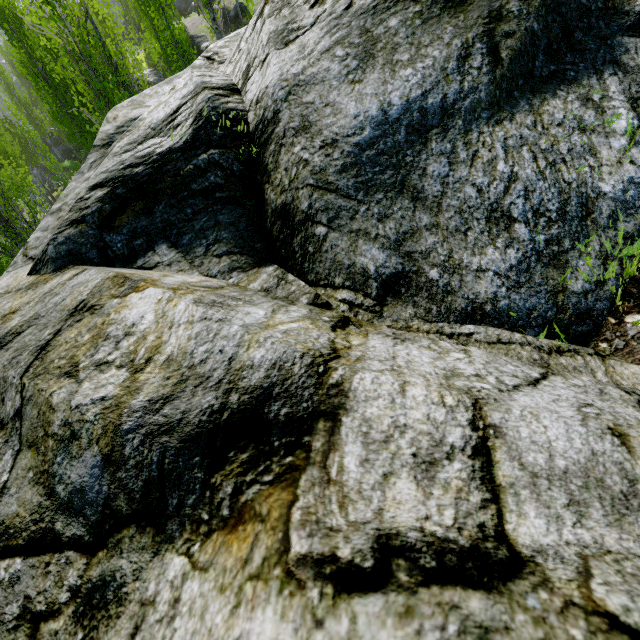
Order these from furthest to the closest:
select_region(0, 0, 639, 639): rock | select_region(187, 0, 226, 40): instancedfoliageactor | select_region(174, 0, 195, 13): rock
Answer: select_region(174, 0, 195, 13): rock
select_region(187, 0, 226, 40): instancedfoliageactor
select_region(0, 0, 639, 639): rock

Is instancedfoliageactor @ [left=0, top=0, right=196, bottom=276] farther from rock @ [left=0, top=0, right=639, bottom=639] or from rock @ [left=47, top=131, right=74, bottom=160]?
rock @ [left=47, top=131, right=74, bottom=160]

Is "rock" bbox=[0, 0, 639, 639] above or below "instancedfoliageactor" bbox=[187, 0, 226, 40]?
below

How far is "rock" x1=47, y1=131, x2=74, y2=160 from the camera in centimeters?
3994cm

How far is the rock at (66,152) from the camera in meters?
39.9

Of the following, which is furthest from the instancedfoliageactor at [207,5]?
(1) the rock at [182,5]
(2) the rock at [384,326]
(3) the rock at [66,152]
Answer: (1) the rock at [182,5]

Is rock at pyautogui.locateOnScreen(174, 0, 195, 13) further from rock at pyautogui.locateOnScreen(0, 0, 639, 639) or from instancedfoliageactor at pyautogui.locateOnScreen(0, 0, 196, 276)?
rock at pyautogui.locateOnScreen(0, 0, 639, 639)

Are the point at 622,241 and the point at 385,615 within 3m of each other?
yes
